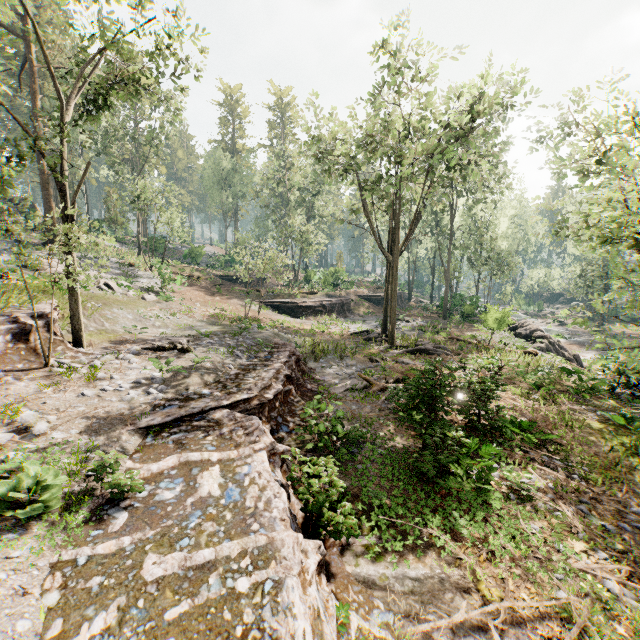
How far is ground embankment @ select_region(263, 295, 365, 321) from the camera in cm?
3325

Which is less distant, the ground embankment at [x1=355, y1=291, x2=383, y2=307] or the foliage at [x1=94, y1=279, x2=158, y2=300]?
the foliage at [x1=94, y1=279, x2=158, y2=300]

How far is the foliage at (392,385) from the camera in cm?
1021

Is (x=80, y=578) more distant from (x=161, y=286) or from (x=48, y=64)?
(x=161, y=286)

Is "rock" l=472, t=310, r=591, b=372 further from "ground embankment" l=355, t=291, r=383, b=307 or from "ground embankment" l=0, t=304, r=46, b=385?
"ground embankment" l=0, t=304, r=46, b=385

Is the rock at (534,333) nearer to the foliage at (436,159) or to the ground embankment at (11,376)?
the foliage at (436,159)

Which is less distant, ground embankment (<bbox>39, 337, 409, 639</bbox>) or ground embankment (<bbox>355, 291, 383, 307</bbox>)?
ground embankment (<bbox>39, 337, 409, 639</bbox>)

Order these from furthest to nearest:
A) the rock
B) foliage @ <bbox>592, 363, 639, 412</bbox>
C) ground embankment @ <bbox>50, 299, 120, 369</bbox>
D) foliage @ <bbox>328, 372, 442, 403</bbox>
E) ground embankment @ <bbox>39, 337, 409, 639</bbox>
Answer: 1. the rock
2. foliage @ <bbox>592, 363, 639, 412</bbox>
3. ground embankment @ <bbox>50, 299, 120, 369</bbox>
4. foliage @ <bbox>328, 372, 442, 403</bbox>
5. ground embankment @ <bbox>39, 337, 409, 639</bbox>
